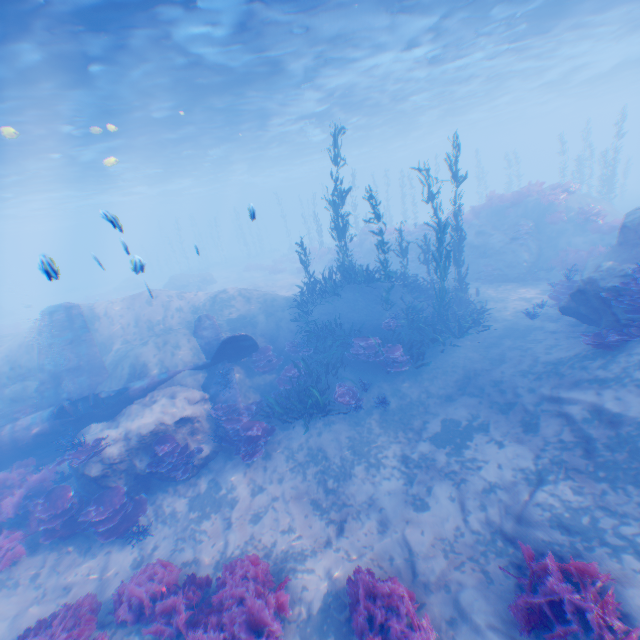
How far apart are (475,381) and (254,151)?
34.7 meters

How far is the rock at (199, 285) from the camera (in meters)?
31.73

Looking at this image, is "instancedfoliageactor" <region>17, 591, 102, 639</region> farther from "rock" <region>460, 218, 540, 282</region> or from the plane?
"rock" <region>460, 218, 540, 282</region>

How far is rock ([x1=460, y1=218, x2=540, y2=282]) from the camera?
17.70m

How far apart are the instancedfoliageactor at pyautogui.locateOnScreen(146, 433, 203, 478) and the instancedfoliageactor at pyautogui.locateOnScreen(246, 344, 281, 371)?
3.9 meters

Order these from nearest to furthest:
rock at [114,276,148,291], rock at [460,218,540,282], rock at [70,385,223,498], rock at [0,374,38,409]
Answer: rock at [70,385,223,498] → rock at [0,374,38,409] → rock at [460,218,540,282] → rock at [114,276,148,291]

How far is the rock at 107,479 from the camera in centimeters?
972cm

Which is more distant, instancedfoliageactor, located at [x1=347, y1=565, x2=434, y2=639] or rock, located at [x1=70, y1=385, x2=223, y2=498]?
rock, located at [x1=70, y1=385, x2=223, y2=498]
